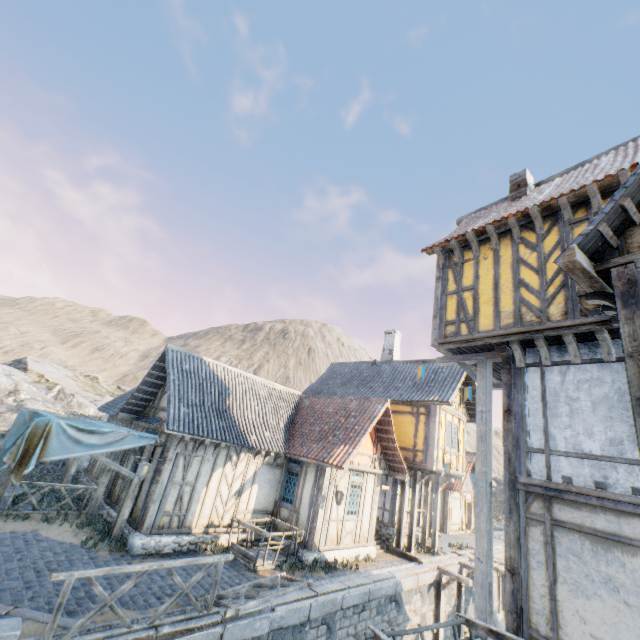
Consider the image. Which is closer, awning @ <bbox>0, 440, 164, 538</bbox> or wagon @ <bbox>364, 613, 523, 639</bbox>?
wagon @ <bbox>364, 613, 523, 639</bbox>

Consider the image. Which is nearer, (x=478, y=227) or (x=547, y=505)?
(x=547, y=505)

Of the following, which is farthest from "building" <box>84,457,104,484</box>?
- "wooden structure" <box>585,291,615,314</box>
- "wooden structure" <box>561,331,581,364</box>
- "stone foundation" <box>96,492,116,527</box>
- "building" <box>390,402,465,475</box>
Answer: "wooden structure" <box>585,291,615,314</box>

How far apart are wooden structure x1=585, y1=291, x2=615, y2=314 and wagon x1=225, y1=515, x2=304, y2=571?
10.34m

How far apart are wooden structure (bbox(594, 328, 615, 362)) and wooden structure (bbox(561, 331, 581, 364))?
0.36m

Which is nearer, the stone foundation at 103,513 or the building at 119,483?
the stone foundation at 103,513

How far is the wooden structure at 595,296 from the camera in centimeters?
492cm

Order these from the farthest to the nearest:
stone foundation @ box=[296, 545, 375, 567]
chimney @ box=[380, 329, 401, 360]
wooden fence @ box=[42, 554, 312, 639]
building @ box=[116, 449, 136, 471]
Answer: chimney @ box=[380, 329, 401, 360] < building @ box=[116, 449, 136, 471] < stone foundation @ box=[296, 545, 375, 567] < wooden fence @ box=[42, 554, 312, 639]
